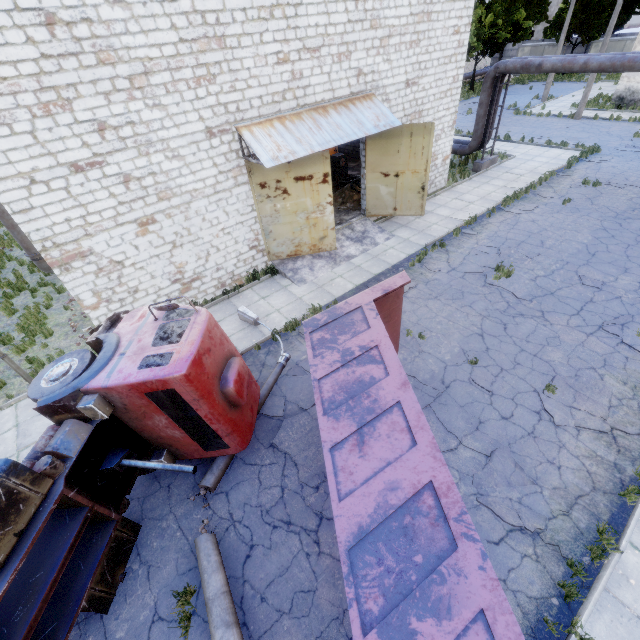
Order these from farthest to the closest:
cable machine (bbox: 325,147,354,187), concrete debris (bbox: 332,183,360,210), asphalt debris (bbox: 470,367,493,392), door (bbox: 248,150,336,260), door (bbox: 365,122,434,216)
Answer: cable machine (bbox: 325,147,354,187) < concrete debris (bbox: 332,183,360,210) < door (bbox: 365,122,434,216) < door (bbox: 248,150,336,260) < asphalt debris (bbox: 470,367,493,392)

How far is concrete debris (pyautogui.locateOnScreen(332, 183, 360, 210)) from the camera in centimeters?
1667cm

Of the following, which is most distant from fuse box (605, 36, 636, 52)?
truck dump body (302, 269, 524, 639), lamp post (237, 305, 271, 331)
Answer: lamp post (237, 305, 271, 331)

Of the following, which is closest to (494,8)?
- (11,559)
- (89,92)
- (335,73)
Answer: Answer: (335,73)

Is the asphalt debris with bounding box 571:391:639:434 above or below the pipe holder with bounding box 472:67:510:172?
below

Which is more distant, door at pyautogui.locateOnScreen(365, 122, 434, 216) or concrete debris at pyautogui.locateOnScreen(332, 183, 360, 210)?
concrete debris at pyautogui.locateOnScreen(332, 183, 360, 210)

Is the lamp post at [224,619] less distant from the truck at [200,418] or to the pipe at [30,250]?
the truck at [200,418]

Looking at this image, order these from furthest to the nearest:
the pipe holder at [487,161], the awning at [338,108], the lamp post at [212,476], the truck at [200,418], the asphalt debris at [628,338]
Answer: the pipe holder at [487,161], the awning at [338,108], the asphalt debris at [628,338], the lamp post at [212,476], the truck at [200,418]
